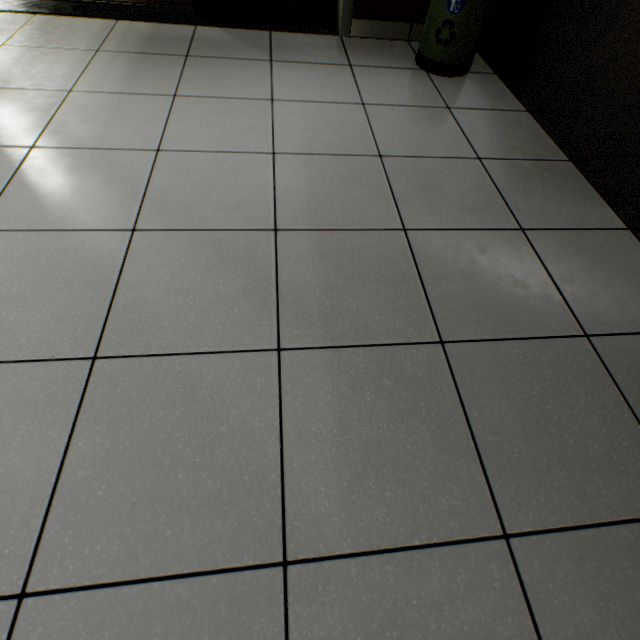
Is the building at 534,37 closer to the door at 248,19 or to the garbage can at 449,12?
the garbage can at 449,12

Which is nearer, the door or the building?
the building

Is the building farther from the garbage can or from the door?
the door

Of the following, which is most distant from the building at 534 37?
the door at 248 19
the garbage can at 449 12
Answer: the door at 248 19

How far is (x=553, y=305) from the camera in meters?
1.1 m

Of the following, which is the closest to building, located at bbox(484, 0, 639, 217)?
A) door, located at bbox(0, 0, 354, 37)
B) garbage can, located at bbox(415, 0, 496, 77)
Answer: garbage can, located at bbox(415, 0, 496, 77)
